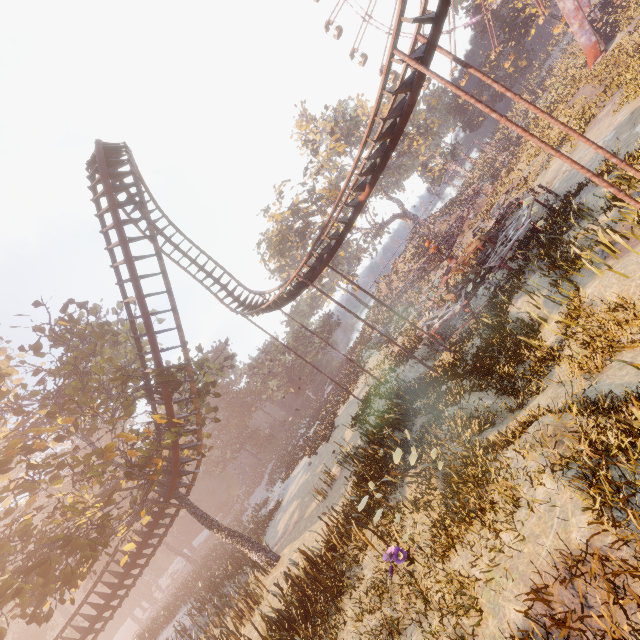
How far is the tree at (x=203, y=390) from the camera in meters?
17.9

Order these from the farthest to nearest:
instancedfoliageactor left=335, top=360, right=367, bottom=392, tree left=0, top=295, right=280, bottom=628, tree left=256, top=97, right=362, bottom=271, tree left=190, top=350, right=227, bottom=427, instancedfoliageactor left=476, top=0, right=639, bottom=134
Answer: tree left=256, top=97, right=362, bottom=271 < instancedfoliageactor left=335, top=360, right=367, bottom=392 < instancedfoliageactor left=476, top=0, right=639, bottom=134 < tree left=190, top=350, right=227, bottom=427 < tree left=0, top=295, right=280, bottom=628

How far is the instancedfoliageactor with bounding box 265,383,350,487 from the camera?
32.22m

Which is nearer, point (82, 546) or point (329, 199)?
point (82, 546)

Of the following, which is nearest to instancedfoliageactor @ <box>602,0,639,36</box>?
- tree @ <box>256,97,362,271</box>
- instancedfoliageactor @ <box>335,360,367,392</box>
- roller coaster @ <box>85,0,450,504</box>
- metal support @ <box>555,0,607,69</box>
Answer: metal support @ <box>555,0,607,69</box>

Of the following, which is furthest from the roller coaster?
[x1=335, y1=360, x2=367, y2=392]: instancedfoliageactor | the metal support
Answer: the metal support

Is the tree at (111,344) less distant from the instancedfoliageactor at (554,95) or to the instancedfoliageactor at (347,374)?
the instancedfoliageactor at (347,374)
